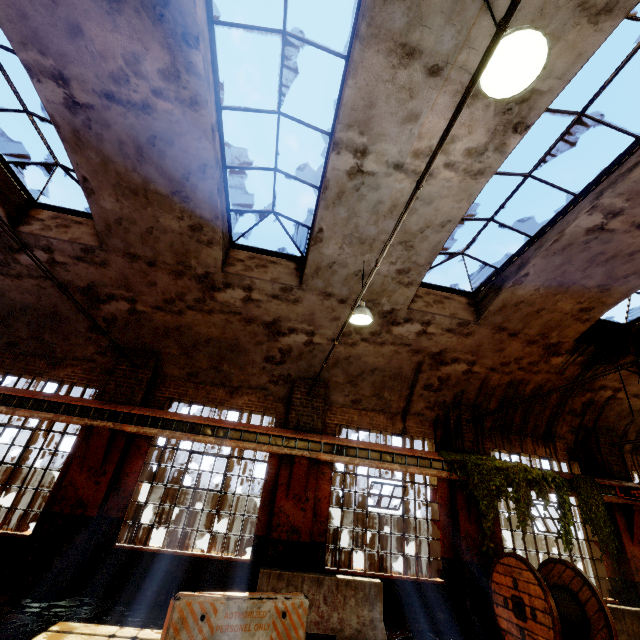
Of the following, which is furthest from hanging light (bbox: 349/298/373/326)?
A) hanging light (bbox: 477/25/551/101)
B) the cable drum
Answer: the cable drum

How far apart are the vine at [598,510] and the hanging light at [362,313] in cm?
810

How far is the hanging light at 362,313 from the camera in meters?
6.7 m

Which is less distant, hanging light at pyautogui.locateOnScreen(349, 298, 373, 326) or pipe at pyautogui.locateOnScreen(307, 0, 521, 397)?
pipe at pyautogui.locateOnScreen(307, 0, 521, 397)

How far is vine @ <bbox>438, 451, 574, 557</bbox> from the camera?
8.4 meters

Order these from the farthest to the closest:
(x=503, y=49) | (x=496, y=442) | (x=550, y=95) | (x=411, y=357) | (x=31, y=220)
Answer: (x=496, y=442), (x=411, y=357), (x=31, y=220), (x=550, y=95), (x=503, y=49)

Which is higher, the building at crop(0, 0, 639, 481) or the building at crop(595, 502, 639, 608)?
the building at crop(0, 0, 639, 481)

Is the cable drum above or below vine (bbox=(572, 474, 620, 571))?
below
